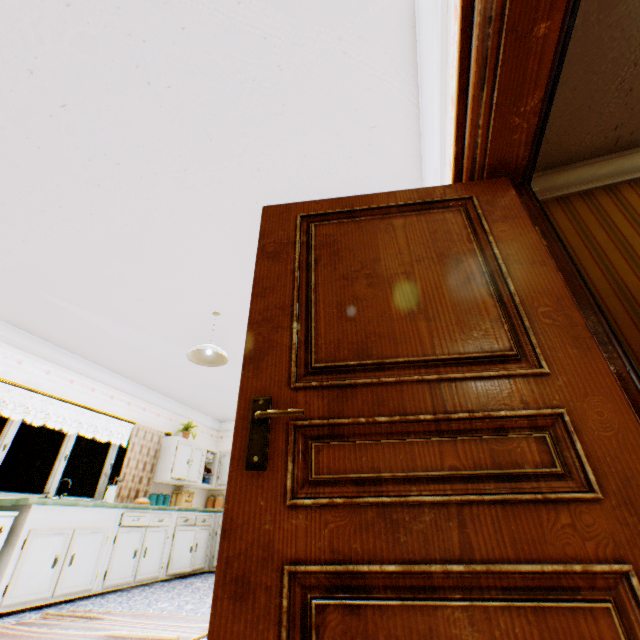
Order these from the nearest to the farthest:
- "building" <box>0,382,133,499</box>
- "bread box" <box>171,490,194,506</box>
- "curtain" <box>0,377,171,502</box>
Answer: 1. "building" <box>0,382,133,499</box>
2. "curtain" <box>0,377,171,502</box>
3. "bread box" <box>171,490,194,506</box>

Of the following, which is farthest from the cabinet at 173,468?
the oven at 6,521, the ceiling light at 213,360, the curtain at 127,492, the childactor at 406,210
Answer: the childactor at 406,210

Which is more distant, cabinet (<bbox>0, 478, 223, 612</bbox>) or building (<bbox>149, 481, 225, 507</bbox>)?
building (<bbox>149, 481, 225, 507</bbox>)

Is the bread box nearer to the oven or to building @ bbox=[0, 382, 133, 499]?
building @ bbox=[0, 382, 133, 499]

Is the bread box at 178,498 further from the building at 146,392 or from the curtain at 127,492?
the curtain at 127,492

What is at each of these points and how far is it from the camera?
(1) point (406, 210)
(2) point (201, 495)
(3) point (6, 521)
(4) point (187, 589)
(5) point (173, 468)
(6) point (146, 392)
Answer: (1) childactor, 1.6 meters
(2) building, 7.7 meters
(3) oven, 3.6 meters
(4) building, 4.8 meters
(5) cabinet, 6.4 meters
(6) building, 6.6 meters

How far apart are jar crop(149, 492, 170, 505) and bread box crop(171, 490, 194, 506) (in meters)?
0.45

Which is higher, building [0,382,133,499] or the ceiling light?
the ceiling light
